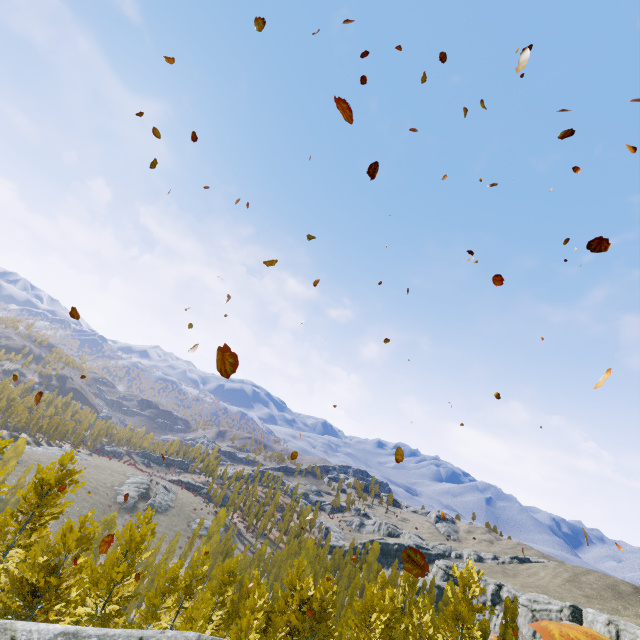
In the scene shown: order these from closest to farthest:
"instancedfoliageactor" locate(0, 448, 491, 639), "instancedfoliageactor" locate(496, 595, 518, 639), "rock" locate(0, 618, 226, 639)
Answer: "rock" locate(0, 618, 226, 639)
"instancedfoliageactor" locate(0, 448, 491, 639)
"instancedfoliageactor" locate(496, 595, 518, 639)

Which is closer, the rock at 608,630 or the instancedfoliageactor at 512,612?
the rock at 608,630

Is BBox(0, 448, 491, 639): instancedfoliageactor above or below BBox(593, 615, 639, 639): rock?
below

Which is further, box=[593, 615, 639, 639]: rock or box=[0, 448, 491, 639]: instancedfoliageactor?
box=[593, 615, 639, 639]: rock

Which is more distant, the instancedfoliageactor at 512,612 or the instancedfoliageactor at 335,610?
the instancedfoliageactor at 512,612

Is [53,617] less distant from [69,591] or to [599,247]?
[69,591]

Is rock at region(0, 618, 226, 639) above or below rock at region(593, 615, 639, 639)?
above
